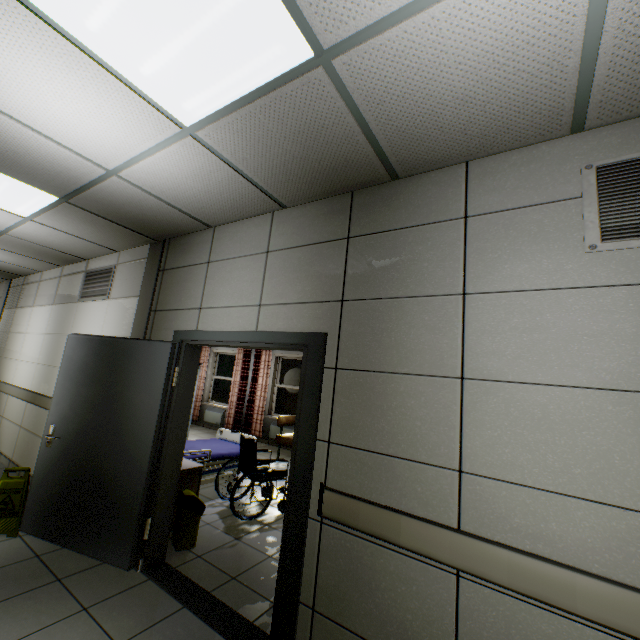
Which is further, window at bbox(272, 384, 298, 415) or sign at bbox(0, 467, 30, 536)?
window at bbox(272, 384, 298, 415)

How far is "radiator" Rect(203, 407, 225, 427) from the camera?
9.6 meters

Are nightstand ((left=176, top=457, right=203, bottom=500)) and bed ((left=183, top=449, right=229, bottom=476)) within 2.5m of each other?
yes

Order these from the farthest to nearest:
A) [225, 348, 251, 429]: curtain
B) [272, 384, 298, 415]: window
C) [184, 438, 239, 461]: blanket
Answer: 1. [225, 348, 251, 429]: curtain
2. [272, 384, 298, 415]: window
3. [184, 438, 239, 461]: blanket

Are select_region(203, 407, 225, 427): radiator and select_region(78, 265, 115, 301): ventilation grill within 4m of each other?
no

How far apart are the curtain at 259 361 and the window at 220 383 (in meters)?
1.11

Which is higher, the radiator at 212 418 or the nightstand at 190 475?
the nightstand at 190 475

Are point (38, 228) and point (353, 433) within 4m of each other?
no
